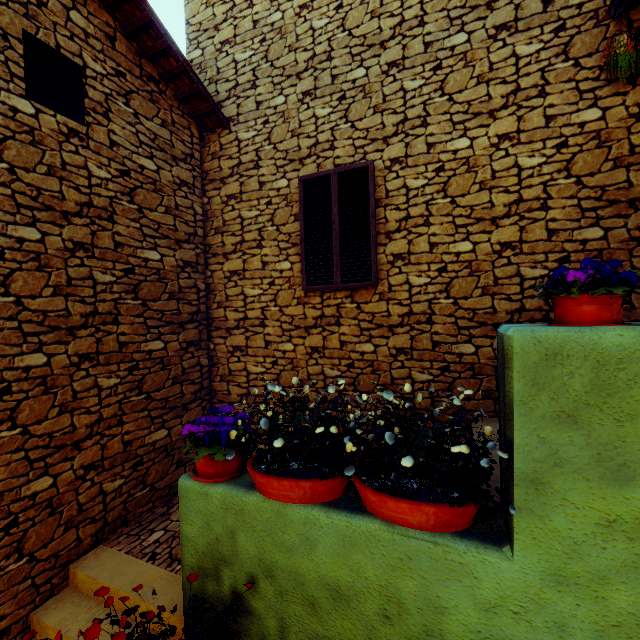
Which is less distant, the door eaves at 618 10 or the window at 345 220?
the door eaves at 618 10

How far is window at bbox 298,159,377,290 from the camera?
4.29m

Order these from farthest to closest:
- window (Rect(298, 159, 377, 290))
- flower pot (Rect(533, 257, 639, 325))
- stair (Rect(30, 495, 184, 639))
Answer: window (Rect(298, 159, 377, 290)) < stair (Rect(30, 495, 184, 639)) < flower pot (Rect(533, 257, 639, 325))

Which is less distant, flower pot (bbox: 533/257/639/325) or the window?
flower pot (bbox: 533/257/639/325)

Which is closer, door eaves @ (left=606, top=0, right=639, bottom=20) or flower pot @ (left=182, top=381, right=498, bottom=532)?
flower pot @ (left=182, top=381, right=498, bottom=532)

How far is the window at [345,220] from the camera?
4.3 meters

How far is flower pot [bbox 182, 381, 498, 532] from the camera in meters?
1.5 m

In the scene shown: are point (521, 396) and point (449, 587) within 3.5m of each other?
yes
